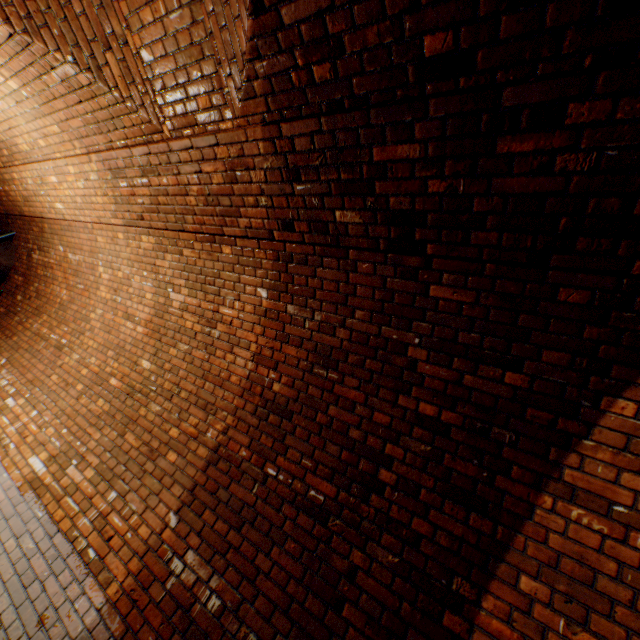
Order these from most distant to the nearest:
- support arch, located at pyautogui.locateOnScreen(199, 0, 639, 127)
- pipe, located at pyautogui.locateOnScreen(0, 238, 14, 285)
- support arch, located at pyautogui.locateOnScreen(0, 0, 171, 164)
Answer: pipe, located at pyautogui.locateOnScreen(0, 238, 14, 285)
support arch, located at pyautogui.locateOnScreen(0, 0, 171, 164)
support arch, located at pyautogui.locateOnScreen(199, 0, 639, 127)

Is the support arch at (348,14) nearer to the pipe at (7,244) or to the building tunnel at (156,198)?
the building tunnel at (156,198)

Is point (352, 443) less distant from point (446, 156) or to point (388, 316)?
point (388, 316)

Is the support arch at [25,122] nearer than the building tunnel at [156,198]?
No

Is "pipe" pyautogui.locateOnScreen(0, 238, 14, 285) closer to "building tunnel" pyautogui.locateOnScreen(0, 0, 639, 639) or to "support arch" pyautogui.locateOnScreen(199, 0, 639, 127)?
"building tunnel" pyautogui.locateOnScreen(0, 0, 639, 639)

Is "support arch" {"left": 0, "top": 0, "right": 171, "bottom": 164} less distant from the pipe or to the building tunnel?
the building tunnel

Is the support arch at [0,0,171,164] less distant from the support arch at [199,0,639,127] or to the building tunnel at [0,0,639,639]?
the building tunnel at [0,0,639,639]
